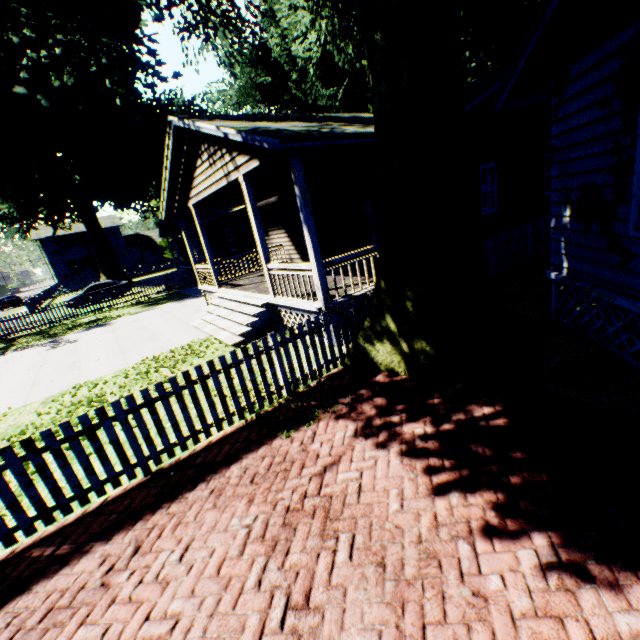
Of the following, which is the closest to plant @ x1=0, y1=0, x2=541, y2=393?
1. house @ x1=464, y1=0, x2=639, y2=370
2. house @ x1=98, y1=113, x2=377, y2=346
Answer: house @ x1=98, y1=113, x2=377, y2=346

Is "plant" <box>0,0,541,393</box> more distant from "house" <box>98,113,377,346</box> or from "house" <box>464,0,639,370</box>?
Answer: "house" <box>464,0,639,370</box>

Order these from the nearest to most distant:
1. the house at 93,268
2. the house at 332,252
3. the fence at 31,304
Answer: the house at 332,252, the fence at 31,304, the house at 93,268

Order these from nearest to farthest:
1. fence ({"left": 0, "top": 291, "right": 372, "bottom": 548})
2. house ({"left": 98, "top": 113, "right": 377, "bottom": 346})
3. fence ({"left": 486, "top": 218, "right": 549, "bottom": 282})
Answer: fence ({"left": 0, "top": 291, "right": 372, "bottom": 548}) < house ({"left": 98, "top": 113, "right": 377, "bottom": 346}) < fence ({"left": 486, "top": 218, "right": 549, "bottom": 282})

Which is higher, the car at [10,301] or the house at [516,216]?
the house at [516,216]

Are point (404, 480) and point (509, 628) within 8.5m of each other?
yes

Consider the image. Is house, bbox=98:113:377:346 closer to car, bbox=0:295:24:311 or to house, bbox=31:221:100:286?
house, bbox=31:221:100:286

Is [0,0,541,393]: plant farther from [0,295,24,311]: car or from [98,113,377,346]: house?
[0,295,24,311]: car
